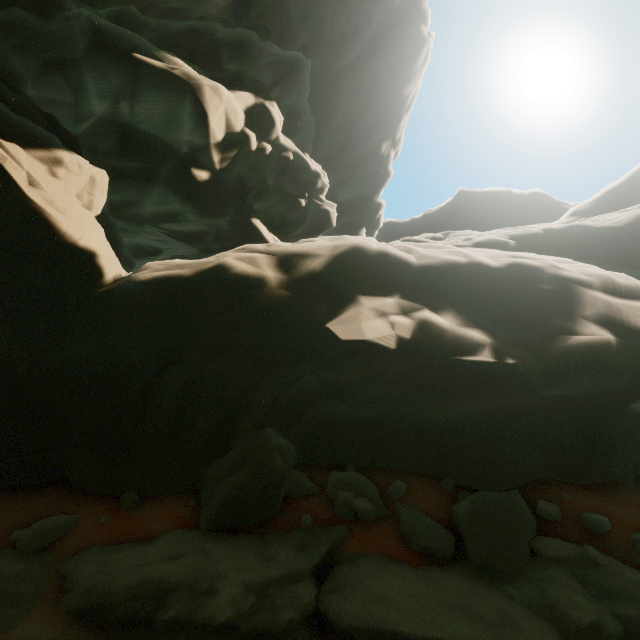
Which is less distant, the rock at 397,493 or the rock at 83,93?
the rock at 83,93

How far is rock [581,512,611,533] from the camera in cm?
431

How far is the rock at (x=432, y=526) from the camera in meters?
4.0

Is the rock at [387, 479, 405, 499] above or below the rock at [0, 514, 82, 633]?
above

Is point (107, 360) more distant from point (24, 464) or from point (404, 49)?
point (404, 49)

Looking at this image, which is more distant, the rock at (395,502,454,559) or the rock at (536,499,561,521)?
the rock at (536,499,561,521)
